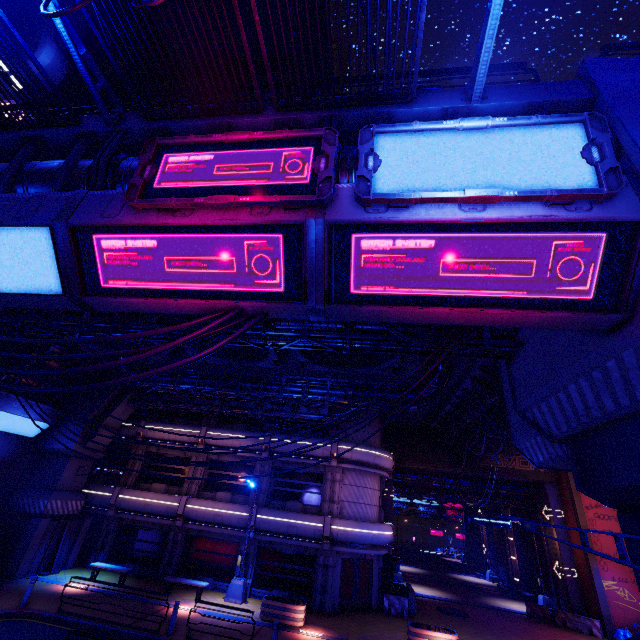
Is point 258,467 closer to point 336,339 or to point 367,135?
point 336,339

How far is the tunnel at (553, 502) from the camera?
25.9m

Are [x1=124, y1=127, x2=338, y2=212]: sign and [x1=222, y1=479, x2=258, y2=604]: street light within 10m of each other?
no

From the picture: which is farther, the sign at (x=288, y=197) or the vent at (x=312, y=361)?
the vent at (x=312, y=361)

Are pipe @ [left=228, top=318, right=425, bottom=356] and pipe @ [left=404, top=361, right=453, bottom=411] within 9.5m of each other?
yes

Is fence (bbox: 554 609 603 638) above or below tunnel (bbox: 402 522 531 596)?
below

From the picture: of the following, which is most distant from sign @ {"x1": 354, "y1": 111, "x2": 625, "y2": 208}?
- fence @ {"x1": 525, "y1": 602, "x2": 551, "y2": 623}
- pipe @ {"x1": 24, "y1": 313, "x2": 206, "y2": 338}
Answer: fence @ {"x1": 525, "y1": 602, "x2": 551, "y2": 623}

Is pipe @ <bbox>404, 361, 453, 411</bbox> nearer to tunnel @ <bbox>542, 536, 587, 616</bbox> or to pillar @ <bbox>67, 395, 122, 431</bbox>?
pillar @ <bbox>67, 395, 122, 431</bbox>
